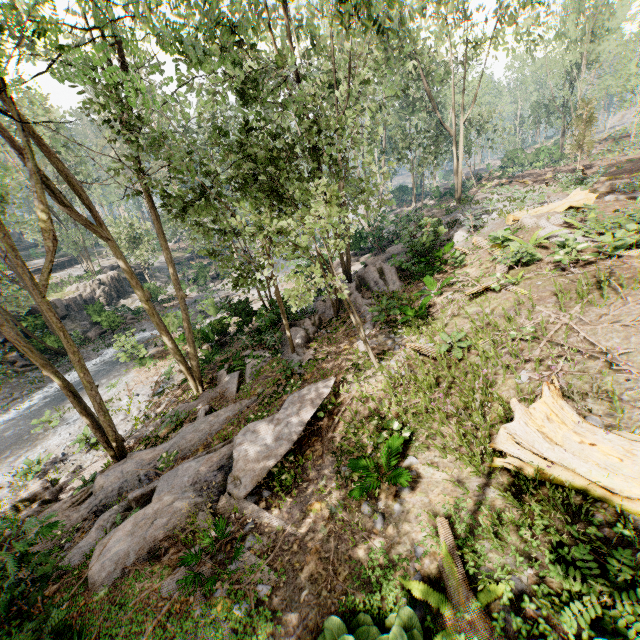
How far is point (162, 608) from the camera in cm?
566

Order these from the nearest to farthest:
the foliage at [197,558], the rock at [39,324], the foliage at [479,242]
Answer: the foliage at [197,558]
the foliage at [479,242]
the rock at [39,324]

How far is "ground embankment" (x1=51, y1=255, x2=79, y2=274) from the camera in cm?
4662

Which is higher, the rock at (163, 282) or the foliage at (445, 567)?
the foliage at (445, 567)

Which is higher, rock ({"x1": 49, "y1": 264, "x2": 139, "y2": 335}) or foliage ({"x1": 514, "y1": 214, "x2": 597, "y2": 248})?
foliage ({"x1": 514, "y1": 214, "x2": 597, "y2": 248})

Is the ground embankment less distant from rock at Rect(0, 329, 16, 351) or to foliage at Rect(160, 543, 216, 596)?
foliage at Rect(160, 543, 216, 596)

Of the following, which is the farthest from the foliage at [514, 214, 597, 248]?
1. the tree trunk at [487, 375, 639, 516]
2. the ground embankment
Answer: the tree trunk at [487, 375, 639, 516]

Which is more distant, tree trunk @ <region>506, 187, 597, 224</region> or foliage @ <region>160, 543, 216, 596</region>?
tree trunk @ <region>506, 187, 597, 224</region>
